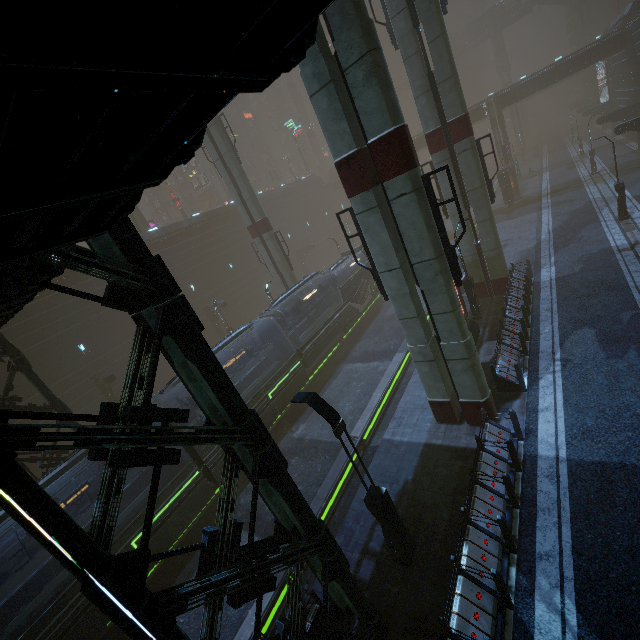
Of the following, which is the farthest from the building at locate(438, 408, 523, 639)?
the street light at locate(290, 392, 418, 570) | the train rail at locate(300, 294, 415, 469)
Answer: the street light at locate(290, 392, 418, 570)

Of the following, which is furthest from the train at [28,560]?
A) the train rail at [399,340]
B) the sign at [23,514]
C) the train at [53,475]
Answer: the sign at [23,514]

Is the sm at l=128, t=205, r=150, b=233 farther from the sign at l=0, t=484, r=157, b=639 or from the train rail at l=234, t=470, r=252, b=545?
the sign at l=0, t=484, r=157, b=639

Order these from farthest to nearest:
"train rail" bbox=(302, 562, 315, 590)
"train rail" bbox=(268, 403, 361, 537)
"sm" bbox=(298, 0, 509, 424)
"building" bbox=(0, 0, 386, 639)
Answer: "train rail" bbox=(268, 403, 361, 537) → "train rail" bbox=(302, 562, 315, 590) → "sm" bbox=(298, 0, 509, 424) → "building" bbox=(0, 0, 386, 639)

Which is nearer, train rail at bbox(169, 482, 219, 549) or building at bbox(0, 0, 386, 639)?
building at bbox(0, 0, 386, 639)

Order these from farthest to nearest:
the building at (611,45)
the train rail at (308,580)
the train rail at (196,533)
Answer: the building at (611,45) < the train rail at (196,533) < the train rail at (308,580)

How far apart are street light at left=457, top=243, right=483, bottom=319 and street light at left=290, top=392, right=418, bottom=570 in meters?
12.7

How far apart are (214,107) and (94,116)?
0.8 meters
